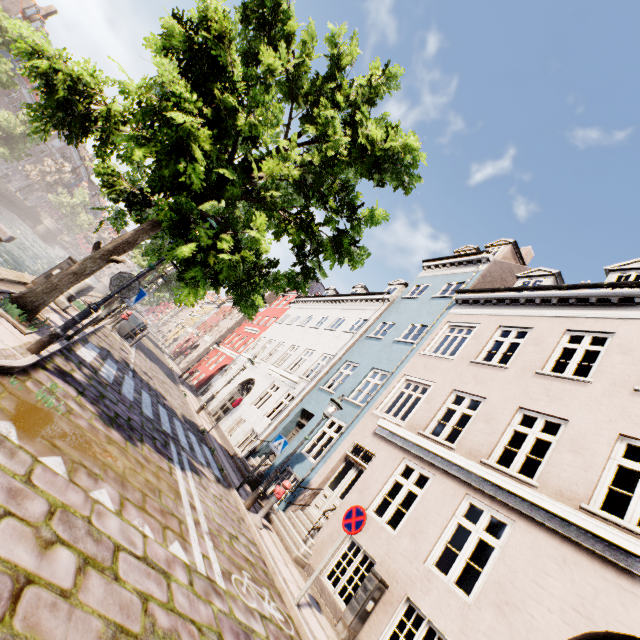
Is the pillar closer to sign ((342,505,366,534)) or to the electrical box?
sign ((342,505,366,534))

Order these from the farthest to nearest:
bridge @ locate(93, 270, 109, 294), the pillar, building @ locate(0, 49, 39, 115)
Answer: bridge @ locate(93, 270, 109, 294) < building @ locate(0, 49, 39, 115) < the pillar

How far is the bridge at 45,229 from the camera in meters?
53.9 m

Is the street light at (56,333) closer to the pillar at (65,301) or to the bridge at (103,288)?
the pillar at (65,301)

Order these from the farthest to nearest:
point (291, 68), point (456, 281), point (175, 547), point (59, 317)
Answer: point (456, 281) → point (59, 317) → point (291, 68) → point (175, 547)

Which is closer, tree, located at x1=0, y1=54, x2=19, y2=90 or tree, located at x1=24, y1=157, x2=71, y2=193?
tree, located at x1=0, y1=54, x2=19, y2=90

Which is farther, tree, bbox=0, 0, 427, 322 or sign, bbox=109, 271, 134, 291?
sign, bbox=109, 271, 134, 291

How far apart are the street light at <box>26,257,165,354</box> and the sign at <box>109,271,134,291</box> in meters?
0.5 m
